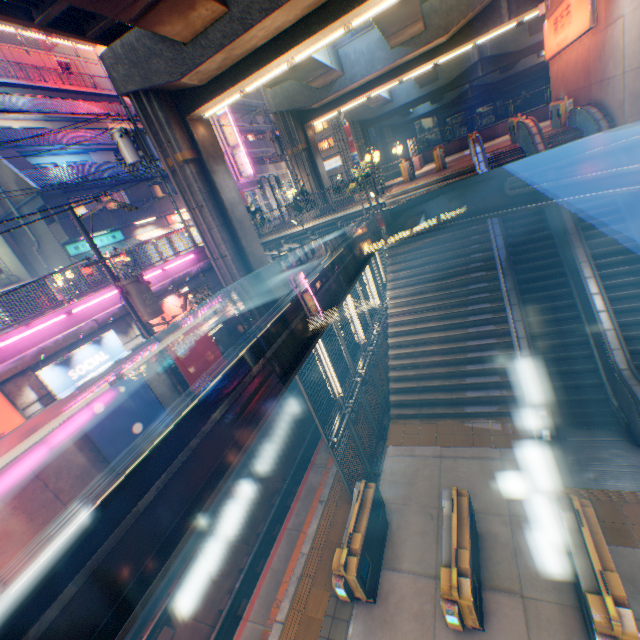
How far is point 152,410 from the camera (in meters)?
12.91

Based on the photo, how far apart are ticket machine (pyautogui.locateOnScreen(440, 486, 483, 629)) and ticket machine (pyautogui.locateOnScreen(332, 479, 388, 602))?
1.4 meters

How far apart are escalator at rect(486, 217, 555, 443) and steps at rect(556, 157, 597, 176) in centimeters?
189cm

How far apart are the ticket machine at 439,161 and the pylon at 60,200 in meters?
22.7

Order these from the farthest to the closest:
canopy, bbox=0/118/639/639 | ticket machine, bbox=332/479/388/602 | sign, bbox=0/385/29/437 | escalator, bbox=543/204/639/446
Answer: sign, bbox=0/385/29/437
escalator, bbox=543/204/639/446
ticket machine, bbox=332/479/388/602
canopy, bbox=0/118/639/639

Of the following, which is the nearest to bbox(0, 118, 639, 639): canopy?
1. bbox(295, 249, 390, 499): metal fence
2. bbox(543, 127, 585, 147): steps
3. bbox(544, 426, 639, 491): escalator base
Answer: bbox(295, 249, 390, 499): metal fence

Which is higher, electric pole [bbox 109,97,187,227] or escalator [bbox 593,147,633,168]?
electric pole [bbox 109,97,187,227]

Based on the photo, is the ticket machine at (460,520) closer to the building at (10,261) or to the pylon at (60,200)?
the building at (10,261)
